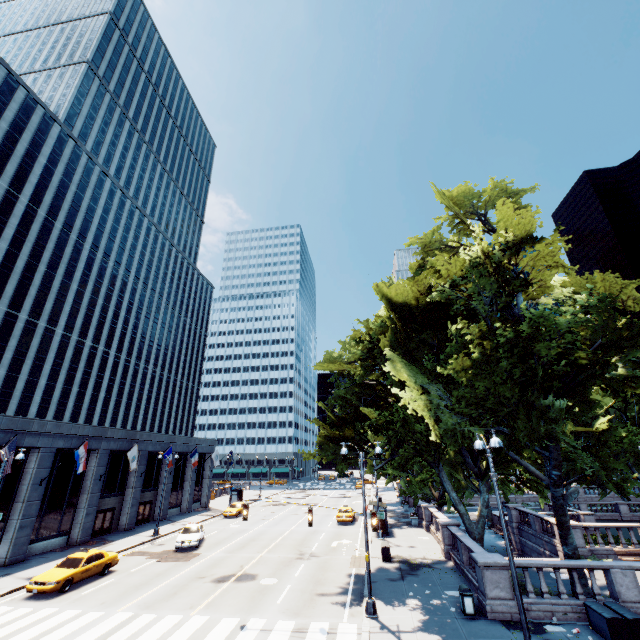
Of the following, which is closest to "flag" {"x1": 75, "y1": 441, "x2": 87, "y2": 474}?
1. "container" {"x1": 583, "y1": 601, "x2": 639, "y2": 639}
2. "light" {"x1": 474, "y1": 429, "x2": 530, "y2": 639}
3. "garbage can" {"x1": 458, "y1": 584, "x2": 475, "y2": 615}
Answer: "light" {"x1": 474, "y1": 429, "x2": 530, "y2": 639}

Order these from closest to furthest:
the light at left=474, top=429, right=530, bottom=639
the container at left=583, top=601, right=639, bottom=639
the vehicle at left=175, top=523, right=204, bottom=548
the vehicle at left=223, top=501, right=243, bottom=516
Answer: the light at left=474, top=429, right=530, bottom=639, the container at left=583, top=601, right=639, bottom=639, the vehicle at left=175, top=523, right=204, bottom=548, the vehicle at left=223, top=501, right=243, bottom=516

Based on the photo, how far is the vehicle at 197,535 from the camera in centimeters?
2619cm

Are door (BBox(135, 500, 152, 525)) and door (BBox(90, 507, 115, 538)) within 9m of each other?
yes

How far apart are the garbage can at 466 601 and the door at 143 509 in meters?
35.5

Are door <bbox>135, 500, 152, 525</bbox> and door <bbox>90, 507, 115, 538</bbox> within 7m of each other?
yes

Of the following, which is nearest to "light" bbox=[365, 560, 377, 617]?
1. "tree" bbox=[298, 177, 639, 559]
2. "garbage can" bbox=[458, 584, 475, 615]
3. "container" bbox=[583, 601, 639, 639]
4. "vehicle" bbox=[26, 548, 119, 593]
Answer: "tree" bbox=[298, 177, 639, 559]

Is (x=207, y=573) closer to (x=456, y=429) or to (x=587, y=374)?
(x=456, y=429)
